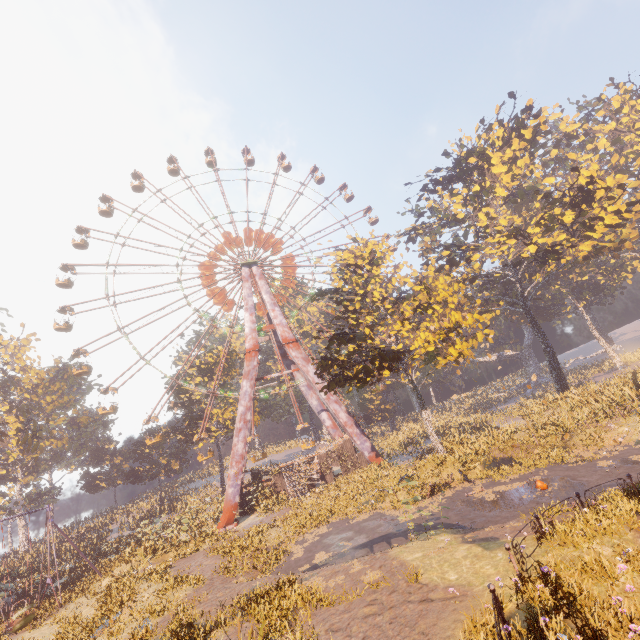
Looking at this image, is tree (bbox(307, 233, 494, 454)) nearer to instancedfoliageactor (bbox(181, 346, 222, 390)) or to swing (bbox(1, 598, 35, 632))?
instancedfoliageactor (bbox(181, 346, 222, 390))

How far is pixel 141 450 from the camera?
48.72m

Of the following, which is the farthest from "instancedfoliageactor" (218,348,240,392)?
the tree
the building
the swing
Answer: the tree

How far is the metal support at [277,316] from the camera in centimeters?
2939cm

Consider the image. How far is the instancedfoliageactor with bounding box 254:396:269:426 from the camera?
43.7 meters

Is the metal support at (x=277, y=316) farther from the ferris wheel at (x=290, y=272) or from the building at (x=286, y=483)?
the building at (x=286, y=483)

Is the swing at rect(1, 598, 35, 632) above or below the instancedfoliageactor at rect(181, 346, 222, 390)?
below

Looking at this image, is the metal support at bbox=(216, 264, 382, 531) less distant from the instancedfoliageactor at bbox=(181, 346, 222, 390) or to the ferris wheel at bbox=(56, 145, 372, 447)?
the ferris wheel at bbox=(56, 145, 372, 447)
